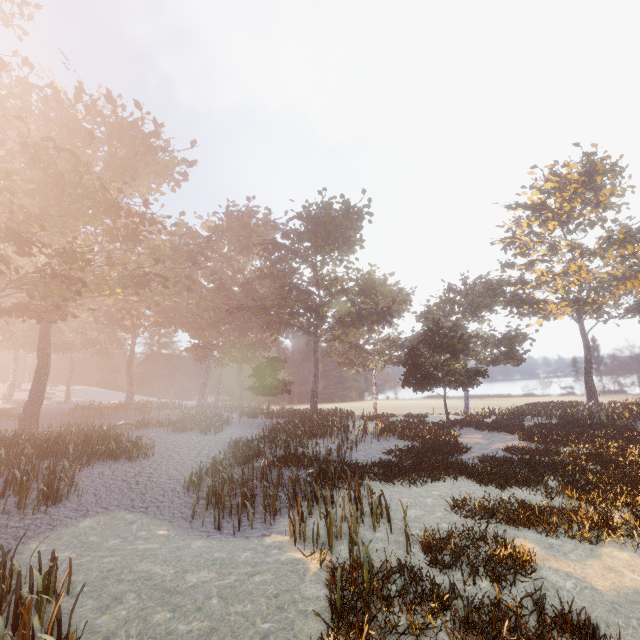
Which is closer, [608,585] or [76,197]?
[608,585]
